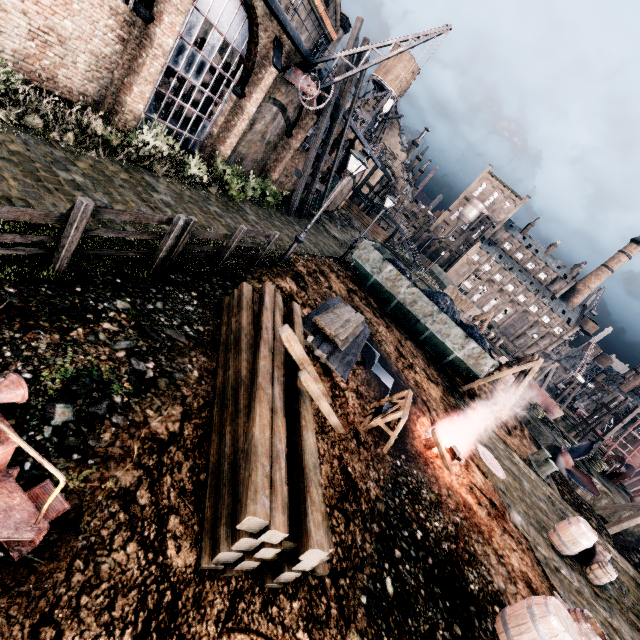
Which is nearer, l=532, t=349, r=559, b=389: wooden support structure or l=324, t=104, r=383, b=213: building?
l=324, t=104, r=383, b=213: building

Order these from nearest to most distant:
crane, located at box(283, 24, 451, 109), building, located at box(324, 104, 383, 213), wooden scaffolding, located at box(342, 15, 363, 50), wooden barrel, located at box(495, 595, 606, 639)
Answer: wooden barrel, located at box(495, 595, 606, 639)
crane, located at box(283, 24, 451, 109)
wooden scaffolding, located at box(342, 15, 363, 50)
building, located at box(324, 104, 383, 213)

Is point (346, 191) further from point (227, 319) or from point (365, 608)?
point (365, 608)

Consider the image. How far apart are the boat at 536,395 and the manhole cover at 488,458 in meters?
22.5 m

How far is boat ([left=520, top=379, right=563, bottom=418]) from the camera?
31.8m

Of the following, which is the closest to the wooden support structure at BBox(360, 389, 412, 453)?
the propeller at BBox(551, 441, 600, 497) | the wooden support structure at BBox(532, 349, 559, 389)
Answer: the propeller at BBox(551, 441, 600, 497)

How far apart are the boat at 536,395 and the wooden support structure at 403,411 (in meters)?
29.78

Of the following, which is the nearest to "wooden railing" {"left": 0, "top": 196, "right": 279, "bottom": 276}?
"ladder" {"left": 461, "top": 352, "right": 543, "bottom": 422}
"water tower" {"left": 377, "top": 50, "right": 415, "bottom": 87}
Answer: "ladder" {"left": 461, "top": 352, "right": 543, "bottom": 422}
